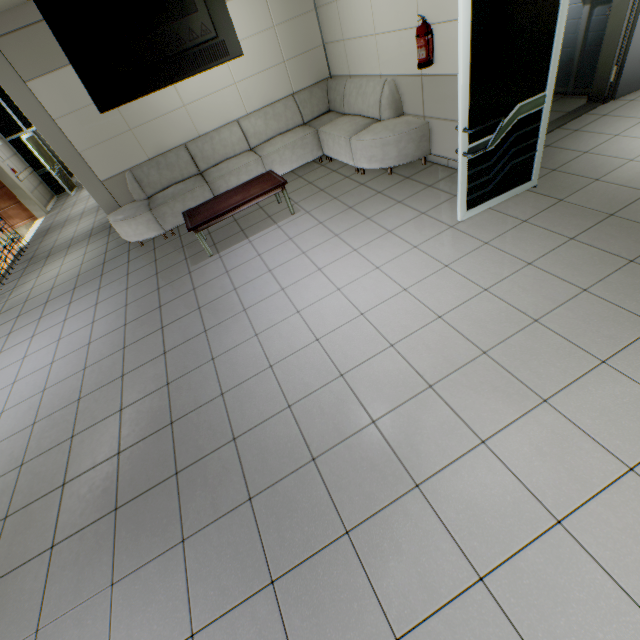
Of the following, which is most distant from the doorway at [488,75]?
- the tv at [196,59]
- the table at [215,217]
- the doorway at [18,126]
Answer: the doorway at [18,126]

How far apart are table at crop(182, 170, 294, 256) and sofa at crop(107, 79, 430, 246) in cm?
68

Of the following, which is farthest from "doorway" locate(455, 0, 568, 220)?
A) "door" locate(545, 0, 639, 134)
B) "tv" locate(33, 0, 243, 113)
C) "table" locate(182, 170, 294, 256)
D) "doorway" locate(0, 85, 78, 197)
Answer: "doorway" locate(0, 85, 78, 197)

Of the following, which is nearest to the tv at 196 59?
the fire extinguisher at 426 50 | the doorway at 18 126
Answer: the fire extinguisher at 426 50

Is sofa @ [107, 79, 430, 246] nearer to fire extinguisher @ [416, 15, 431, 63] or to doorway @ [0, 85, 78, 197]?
fire extinguisher @ [416, 15, 431, 63]

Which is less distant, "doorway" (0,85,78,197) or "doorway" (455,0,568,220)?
"doorway" (455,0,568,220)

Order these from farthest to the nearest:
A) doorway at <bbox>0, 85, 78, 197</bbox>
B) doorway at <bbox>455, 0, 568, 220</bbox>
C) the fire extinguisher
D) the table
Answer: doorway at <bbox>0, 85, 78, 197</bbox>
the table
the fire extinguisher
doorway at <bbox>455, 0, 568, 220</bbox>

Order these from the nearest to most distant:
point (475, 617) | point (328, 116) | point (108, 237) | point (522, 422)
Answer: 1. point (475, 617)
2. point (522, 422)
3. point (328, 116)
4. point (108, 237)
